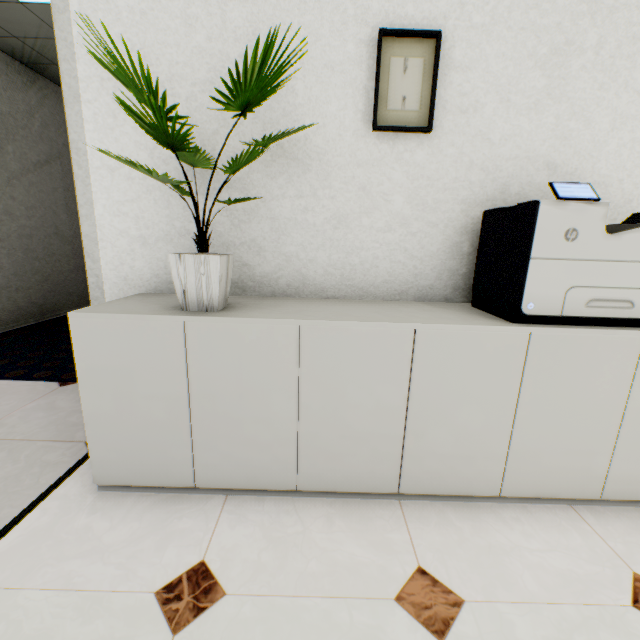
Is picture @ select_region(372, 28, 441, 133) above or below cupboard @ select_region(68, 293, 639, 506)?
above

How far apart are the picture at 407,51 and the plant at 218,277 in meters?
0.7

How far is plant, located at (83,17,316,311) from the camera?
0.92m

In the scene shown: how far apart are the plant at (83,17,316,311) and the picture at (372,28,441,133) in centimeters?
65cm

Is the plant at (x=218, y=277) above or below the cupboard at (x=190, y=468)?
above

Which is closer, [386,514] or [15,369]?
[386,514]

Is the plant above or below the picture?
below

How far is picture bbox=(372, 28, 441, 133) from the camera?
1.4m
